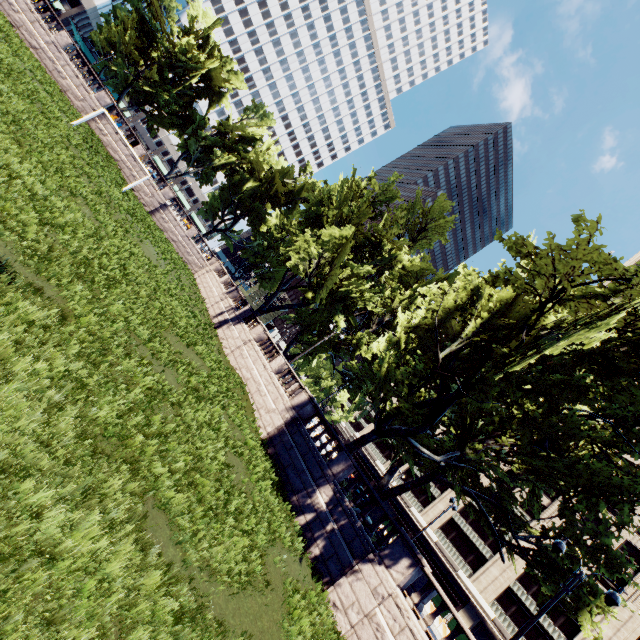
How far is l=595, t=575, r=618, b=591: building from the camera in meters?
39.3

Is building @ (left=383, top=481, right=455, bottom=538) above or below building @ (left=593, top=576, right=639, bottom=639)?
below

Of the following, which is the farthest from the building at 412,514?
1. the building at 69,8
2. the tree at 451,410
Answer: the building at 69,8

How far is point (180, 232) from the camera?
41.6 meters

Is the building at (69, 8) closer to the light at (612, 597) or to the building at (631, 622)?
the building at (631, 622)

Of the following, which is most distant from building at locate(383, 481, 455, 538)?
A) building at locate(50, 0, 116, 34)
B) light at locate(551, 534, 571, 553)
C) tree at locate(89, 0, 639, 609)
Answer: building at locate(50, 0, 116, 34)

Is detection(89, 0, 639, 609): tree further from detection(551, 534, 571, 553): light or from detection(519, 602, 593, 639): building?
detection(519, 602, 593, 639): building
